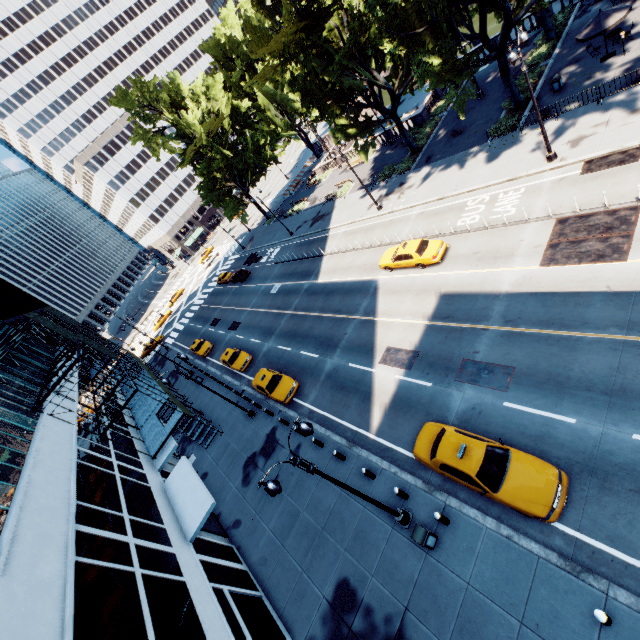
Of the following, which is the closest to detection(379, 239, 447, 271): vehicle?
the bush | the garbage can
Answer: the garbage can

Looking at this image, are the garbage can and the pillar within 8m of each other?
yes

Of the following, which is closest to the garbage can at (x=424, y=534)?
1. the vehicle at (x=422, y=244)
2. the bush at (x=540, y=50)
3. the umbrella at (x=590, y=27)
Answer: the vehicle at (x=422, y=244)

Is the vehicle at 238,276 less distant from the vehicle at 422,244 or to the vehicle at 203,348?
the vehicle at 203,348

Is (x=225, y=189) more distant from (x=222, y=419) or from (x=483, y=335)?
(x=483, y=335)

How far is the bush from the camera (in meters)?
27.45

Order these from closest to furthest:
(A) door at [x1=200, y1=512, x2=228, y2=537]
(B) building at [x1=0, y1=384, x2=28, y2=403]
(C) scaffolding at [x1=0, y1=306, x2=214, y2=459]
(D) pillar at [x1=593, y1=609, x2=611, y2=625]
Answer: (D) pillar at [x1=593, y1=609, x2=611, y2=625] → (A) door at [x1=200, y1=512, x2=228, y2=537] → (B) building at [x1=0, y1=384, x2=28, y2=403] → (C) scaffolding at [x1=0, y1=306, x2=214, y2=459]

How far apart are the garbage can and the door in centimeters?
1202cm
